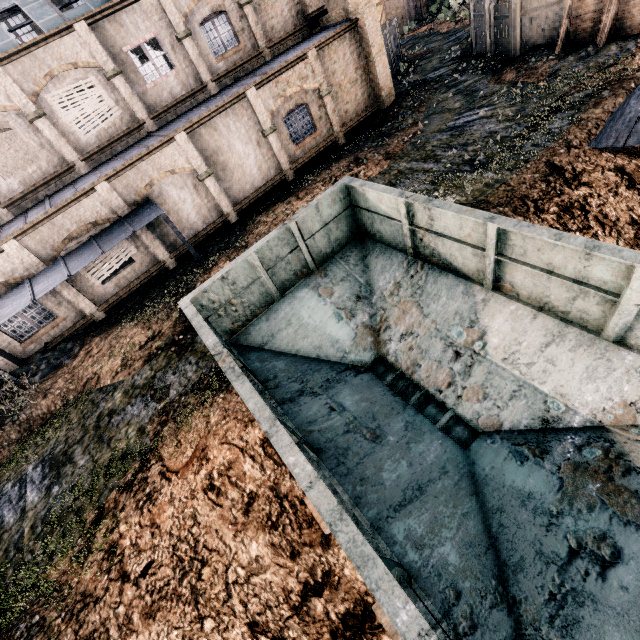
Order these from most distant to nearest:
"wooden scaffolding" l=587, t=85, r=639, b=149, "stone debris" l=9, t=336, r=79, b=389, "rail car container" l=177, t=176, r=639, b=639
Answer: "stone debris" l=9, t=336, r=79, b=389 < "wooden scaffolding" l=587, t=85, r=639, b=149 < "rail car container" l=177, t=176, r=639, b=639

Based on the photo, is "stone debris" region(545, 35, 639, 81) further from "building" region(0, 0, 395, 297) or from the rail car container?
the rail car container

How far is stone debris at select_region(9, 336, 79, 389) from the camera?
13.9 meters

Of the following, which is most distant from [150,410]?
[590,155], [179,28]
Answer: [179,28]

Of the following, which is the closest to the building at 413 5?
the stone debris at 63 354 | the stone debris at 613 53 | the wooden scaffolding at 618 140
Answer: the stone debris at 63 354

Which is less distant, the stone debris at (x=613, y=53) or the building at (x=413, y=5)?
the stone debris at (x=613, y=53)

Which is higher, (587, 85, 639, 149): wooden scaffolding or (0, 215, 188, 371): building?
(0, 215, 188, 371): building

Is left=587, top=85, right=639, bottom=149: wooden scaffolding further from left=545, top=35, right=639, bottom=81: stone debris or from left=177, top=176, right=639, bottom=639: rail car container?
left=177, top=176, right=639, bottom=639: rail car container
